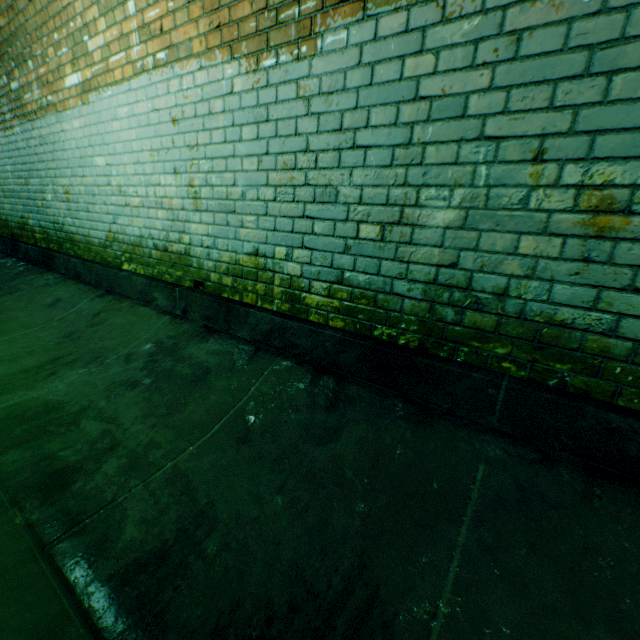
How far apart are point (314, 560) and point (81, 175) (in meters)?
4.32
